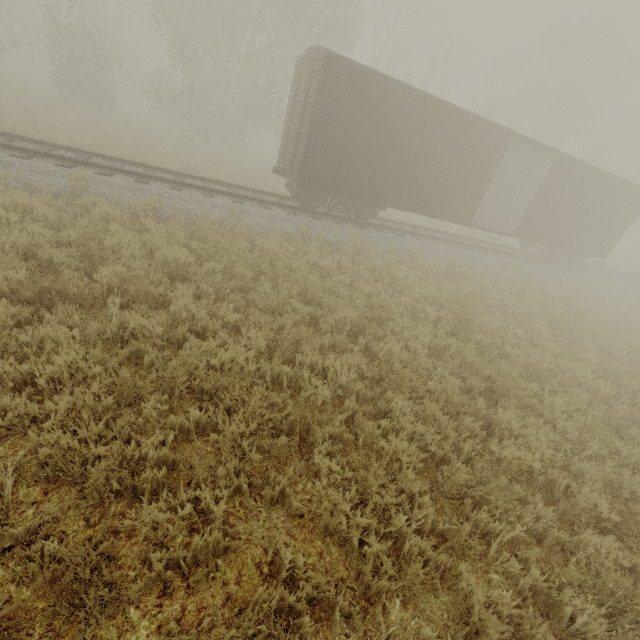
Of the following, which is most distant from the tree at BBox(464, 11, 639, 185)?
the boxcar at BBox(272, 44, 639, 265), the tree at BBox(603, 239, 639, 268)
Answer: the boxcar at BBox(272, 44, 639, 265)

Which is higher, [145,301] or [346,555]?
[145,301]

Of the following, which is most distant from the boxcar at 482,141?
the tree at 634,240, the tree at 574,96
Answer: the tree at 574,96

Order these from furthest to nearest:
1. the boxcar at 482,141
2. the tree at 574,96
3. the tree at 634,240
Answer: the tree at 634,240
the tree at 574,96
the boxcar at 482,141

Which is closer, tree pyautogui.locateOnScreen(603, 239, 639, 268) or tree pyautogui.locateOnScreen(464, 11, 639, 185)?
tree pyautogui.locateOnScreen(464, 11, 639, 185)

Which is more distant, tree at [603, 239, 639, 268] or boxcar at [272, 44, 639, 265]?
tree at [603, 239, 639, 268]

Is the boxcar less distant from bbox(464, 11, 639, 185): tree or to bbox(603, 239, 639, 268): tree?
bbox(603, 239, 639, 268): tree

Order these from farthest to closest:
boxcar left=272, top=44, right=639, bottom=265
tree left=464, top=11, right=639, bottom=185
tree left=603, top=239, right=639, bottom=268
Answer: tree left=603, top=239, right=639, bottom=268, tree left=464, top=11, right=639, bottom=185, boxcar left=272, top=44, right=639, bottom=265
